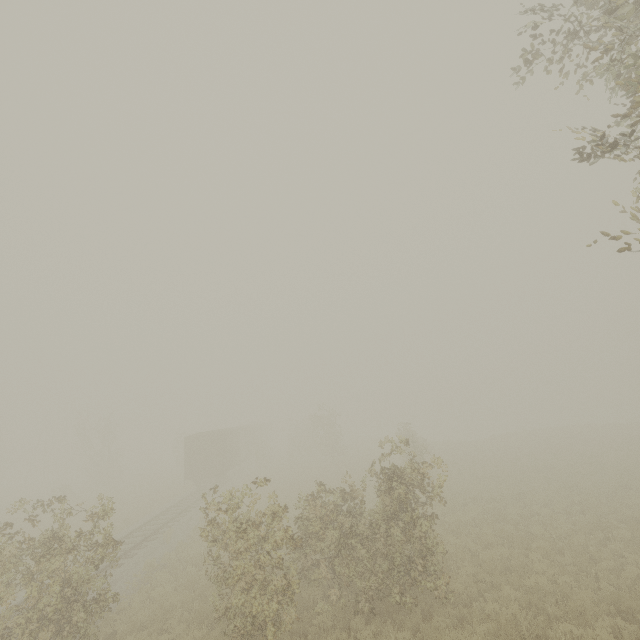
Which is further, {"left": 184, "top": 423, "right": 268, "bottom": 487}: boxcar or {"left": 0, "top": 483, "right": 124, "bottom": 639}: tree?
{"left": 184, "top": 423, "right": 268, "bottom": 487}: boxcar

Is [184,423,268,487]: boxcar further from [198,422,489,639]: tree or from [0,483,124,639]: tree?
[198,422,489,639]: tree

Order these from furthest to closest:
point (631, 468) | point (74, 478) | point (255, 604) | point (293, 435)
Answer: point (293, 435) < point (74, 478) < point (631, 468) < point (255, 604)

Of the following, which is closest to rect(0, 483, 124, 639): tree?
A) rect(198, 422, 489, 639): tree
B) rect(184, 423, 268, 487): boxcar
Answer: rect(184, 423, 268, 487): boxcar

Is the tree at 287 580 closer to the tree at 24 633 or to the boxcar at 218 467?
the tree at 24 633
